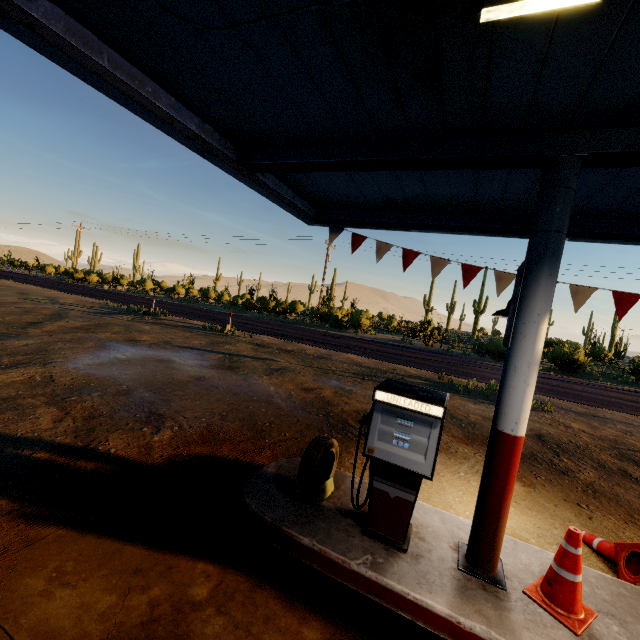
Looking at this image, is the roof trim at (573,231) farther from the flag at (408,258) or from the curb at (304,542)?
the curb at (304,542)

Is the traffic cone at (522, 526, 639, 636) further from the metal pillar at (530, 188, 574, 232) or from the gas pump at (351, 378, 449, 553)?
the gas pump at (351, 378, 449, 553)

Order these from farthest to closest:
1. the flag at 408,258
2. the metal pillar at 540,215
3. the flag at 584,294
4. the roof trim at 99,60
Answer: the flag at 408,258 < the flag at 584,294 < the metal pillar at 540,215 < the roof trim at 99,60

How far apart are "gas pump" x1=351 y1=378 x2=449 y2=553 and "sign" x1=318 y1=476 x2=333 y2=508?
0.3m

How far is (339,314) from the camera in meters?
30.8

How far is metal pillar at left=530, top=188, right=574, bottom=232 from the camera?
2.8 meters

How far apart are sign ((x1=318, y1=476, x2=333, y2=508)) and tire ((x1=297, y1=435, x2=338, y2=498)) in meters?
0.0 m

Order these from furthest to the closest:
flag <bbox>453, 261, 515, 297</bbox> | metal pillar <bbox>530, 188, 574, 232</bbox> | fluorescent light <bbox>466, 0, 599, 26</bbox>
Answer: flag <bbox>453, 261, 515, 297</bbox> → metal pillar <bbox>530, 188, 574, 232</bbox> → fluorescent light <bbox>466, 0, 599, 26</bbox>
